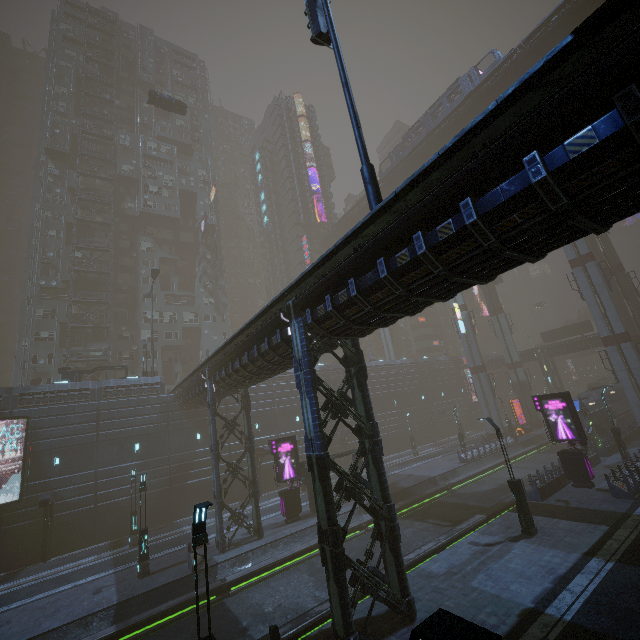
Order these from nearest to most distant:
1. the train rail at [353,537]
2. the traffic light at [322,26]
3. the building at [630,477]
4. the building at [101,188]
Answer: the traffic light at [322,26]
the building at [630,477]
the train rail at [353,537]
the building at [101,188]

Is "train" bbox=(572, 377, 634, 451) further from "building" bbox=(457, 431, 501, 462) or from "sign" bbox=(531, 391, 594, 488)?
"sign" bbox=(531, 391, 594, 488)

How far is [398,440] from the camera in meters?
48.6 m

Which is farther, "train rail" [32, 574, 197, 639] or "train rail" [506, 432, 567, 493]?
"train rail" [506, 432, 567, 493]

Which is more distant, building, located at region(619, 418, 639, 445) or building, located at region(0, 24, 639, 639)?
building, located at region(619, 418, 639, 445)

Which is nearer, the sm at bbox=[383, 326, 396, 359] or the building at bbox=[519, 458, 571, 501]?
the building at bbox=[519, 458, 571, 501]

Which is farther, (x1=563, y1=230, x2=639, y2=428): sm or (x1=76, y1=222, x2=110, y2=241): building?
(x1=76, y1=222, x2=110, y2=241): building

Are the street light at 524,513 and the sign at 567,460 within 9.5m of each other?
yes
